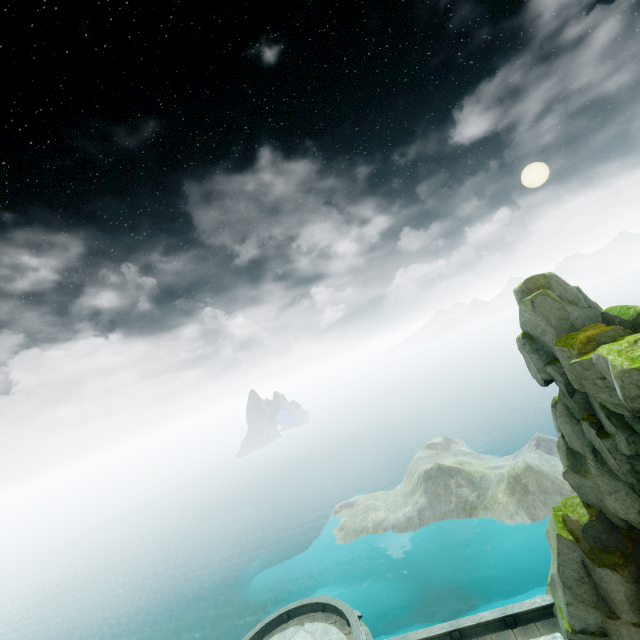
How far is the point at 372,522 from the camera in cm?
5959
